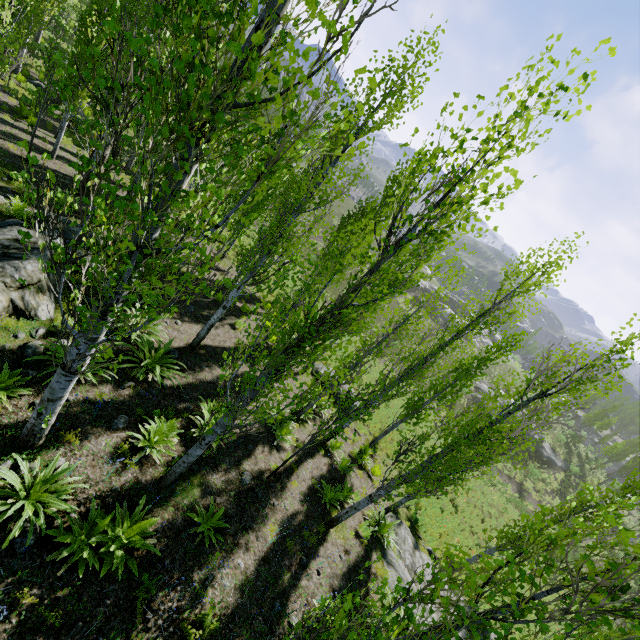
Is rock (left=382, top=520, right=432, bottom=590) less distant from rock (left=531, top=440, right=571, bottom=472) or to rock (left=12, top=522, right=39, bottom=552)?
rock (left=12, top=522, right=39, bottom=552)

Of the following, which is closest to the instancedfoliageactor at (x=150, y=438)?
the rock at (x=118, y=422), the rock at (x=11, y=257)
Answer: the rock at (x=11, y=257)

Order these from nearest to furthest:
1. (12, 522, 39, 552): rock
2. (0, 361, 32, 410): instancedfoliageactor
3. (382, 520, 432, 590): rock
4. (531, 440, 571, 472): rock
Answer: (12, 522, 39, 552): rock < (0, 361, 32, 410): instancedfoliageactor < (382, 520, 432, 590): rock < (531, 440, 571, 472): rock

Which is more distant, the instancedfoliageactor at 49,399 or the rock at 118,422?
the rock at 118,422

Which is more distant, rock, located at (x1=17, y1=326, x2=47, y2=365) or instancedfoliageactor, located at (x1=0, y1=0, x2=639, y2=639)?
rock, located at (x1=17, y1=326, x2=47, y2=365)

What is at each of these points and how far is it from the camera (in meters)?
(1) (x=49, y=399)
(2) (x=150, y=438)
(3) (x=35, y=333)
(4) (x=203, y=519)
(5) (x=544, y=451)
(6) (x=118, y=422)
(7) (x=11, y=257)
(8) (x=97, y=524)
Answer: (1) instancedfoliageactor, 4.91
(2) instancedfoliageactor, 7.11
(3) rock, 7.18
(4) instancedfoliageactor, 6.71
(5) rock, 38.25
(6) rock, 6.91
(7) rock, 7.02
(8) instancedfoliageactor, 5.07

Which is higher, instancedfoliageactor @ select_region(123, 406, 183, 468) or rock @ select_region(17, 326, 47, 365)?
instancedfoliageactor @ select_region(123, 406, 183, 468)

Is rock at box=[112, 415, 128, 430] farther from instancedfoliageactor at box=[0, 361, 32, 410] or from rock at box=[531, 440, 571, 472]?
rock at box=[531, 440, 571, 472]
